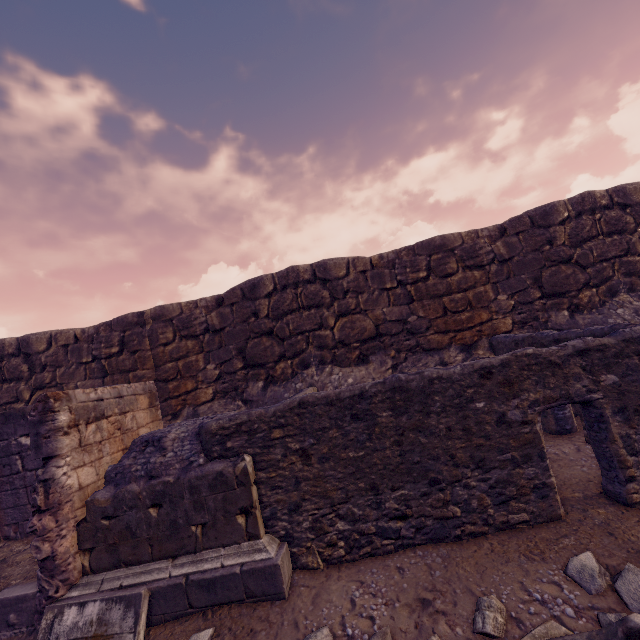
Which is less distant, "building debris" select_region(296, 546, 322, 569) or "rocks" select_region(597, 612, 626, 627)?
"rocks" select_region(597, 612, 626, 627)

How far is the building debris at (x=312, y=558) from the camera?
3.7 meters

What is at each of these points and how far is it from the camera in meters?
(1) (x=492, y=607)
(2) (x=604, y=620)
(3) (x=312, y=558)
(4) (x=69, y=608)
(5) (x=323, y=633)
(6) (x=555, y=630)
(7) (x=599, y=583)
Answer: (1) rocks, 2.7 m
(2) rocks, 2.5 m
(3) building debris, 3.8 m
(4) building debris, 3.5 m
(5) rocks, 2.9 m
(6) rocks, 2.5 m
(7) rocks, 2.8 m

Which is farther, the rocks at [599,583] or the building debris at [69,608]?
the building debris at [69,608]

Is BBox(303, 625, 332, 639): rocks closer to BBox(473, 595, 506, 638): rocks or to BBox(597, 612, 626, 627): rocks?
BBox(473, 595, 506, 638): rocks

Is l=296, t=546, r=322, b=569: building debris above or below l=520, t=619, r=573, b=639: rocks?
above

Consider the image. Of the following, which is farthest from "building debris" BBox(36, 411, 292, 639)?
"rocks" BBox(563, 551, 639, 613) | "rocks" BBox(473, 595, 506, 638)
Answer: "rocks" BBox(563, 551, 639, 613)
